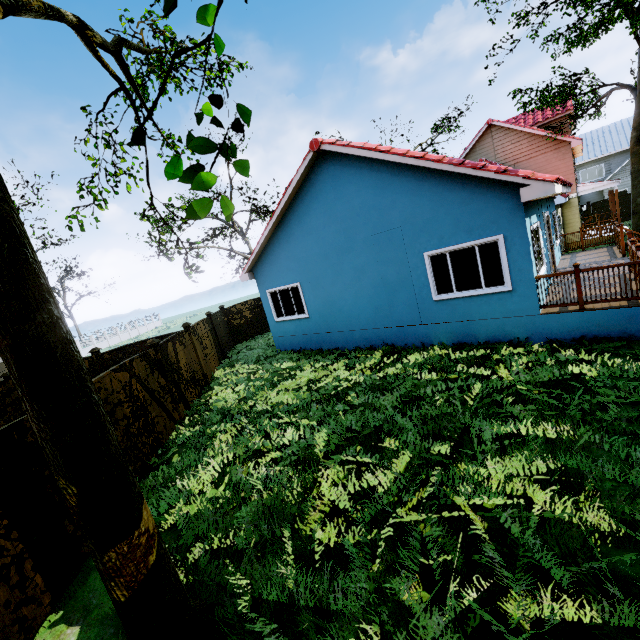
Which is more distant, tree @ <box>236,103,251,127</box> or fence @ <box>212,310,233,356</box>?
fence @ <box>212,310,233,356</box>

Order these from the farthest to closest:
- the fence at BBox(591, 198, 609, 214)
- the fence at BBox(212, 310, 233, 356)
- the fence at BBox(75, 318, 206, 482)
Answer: the fence at BBox(591, 198, 609, 214) → the fence at BBox(212, 310, 233, 356) → the fence at BBox(75, 318, 206, 482)

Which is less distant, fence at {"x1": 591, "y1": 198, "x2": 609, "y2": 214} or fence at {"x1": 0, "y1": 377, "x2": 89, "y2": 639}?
fence at {"x1": 0, "y1": 377, "x2": 89, "y2": 639}

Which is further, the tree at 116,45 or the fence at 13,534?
the fence at 13,534

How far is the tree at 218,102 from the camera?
1.6 meters

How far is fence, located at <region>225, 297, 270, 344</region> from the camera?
18.7 meters

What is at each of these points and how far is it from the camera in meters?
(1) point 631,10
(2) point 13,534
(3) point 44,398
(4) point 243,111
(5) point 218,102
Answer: (1) tree, 14.6
(2) fence, 3.9
(3) tree, 2.3
(4) tree, 1.4
(5) tree, 1.7
